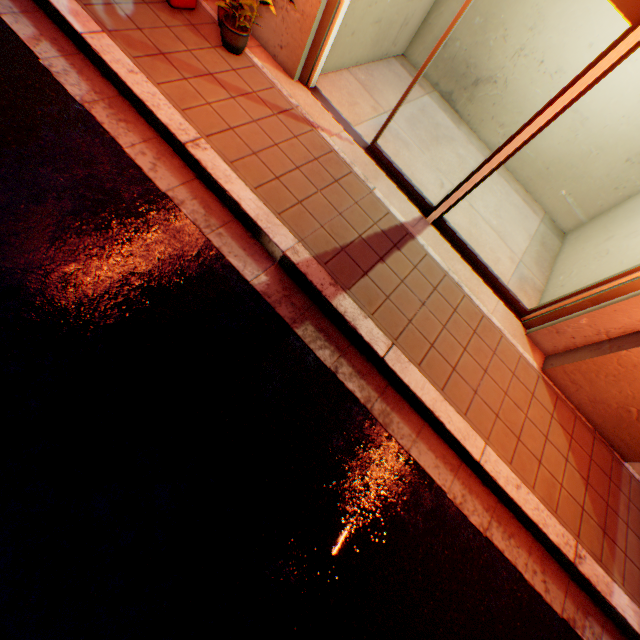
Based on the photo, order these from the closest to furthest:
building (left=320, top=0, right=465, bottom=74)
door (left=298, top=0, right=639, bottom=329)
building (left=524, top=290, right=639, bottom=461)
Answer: door (left=298, top=0, right=639, bottom=329) → building (left=524, top=290, right=639, bottom=461) → building (left=320, top=0, right=465, bottom=74)

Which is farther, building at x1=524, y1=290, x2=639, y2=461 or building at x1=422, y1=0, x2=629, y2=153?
building at x1=422, y1=0, x2=629, y2=153

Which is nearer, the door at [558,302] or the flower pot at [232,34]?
the door at [558,302]

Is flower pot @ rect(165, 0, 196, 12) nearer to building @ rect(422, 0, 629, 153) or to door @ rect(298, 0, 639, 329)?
building @ rect(422, 0, 629, 153)

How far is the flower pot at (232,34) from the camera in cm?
357

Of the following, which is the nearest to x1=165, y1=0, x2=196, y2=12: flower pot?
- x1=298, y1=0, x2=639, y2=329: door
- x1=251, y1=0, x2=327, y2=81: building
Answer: x1=251, y1=0, x2=327, y2=81: building

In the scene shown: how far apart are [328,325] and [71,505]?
2.3m

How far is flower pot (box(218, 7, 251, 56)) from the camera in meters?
3.6
